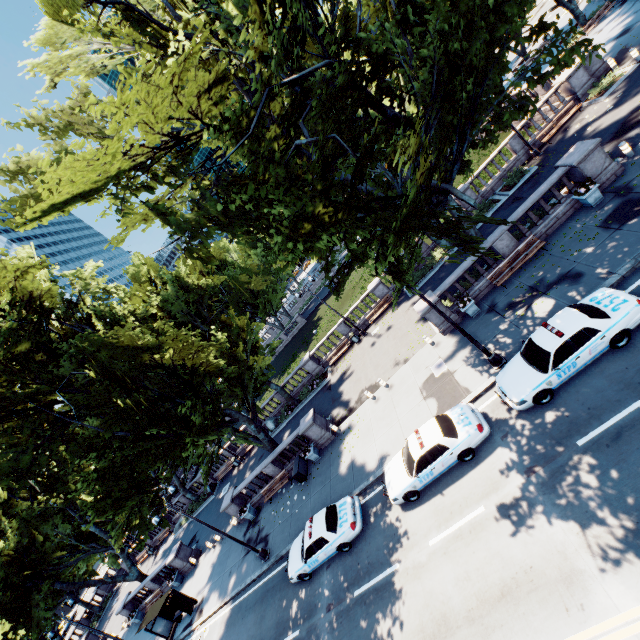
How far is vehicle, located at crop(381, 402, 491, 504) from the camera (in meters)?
12.26

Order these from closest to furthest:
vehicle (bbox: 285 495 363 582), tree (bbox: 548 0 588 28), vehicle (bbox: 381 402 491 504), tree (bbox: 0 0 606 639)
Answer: tree (bbox: 0 0 606 639) < vehicle (bbox: 381 402 491 504) < vehicle (bbox: 285 495 363 582) < tree (bbox: 548 0 588 28)

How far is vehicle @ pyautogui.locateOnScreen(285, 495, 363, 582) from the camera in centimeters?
1447cm

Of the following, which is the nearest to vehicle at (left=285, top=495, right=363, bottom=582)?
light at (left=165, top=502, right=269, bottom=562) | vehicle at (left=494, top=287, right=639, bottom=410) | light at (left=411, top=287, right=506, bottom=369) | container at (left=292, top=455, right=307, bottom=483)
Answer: light at (left=165, top=502, right=269, bottom=562)

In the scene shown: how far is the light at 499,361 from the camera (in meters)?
13.09

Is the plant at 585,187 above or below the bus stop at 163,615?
above

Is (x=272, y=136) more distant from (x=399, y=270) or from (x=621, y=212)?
(x=621, y=212)

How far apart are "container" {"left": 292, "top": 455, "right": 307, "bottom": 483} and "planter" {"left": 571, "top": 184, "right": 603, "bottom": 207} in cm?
2188
